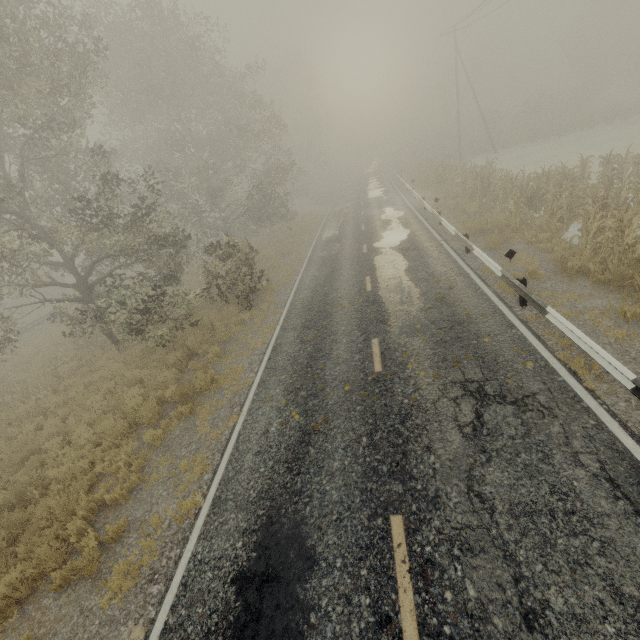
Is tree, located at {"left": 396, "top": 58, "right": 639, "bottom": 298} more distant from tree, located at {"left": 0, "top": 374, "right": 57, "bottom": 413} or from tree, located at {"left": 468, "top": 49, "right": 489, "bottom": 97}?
tree, located at {"left": 0, "top": 374, "right": 57, "bottom": 413}

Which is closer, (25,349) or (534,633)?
(534,633)

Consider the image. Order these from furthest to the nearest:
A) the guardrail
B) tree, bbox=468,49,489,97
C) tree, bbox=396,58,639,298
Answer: tree, bbox=468,49,489,97
tree, bbox=396,58,639,298
the guardrail

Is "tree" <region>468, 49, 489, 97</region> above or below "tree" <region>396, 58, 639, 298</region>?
above

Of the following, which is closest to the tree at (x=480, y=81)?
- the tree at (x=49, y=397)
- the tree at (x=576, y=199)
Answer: the tree at (x=576, y=199)

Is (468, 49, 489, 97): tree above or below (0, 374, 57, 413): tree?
above

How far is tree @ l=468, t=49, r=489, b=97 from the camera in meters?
37.0

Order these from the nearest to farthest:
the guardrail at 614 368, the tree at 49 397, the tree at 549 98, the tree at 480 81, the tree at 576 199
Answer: the guardrail at 614 368 → the tree at 576 199 → the tree at 49 397 → the tree at 549 98 → the tree at 480 81
